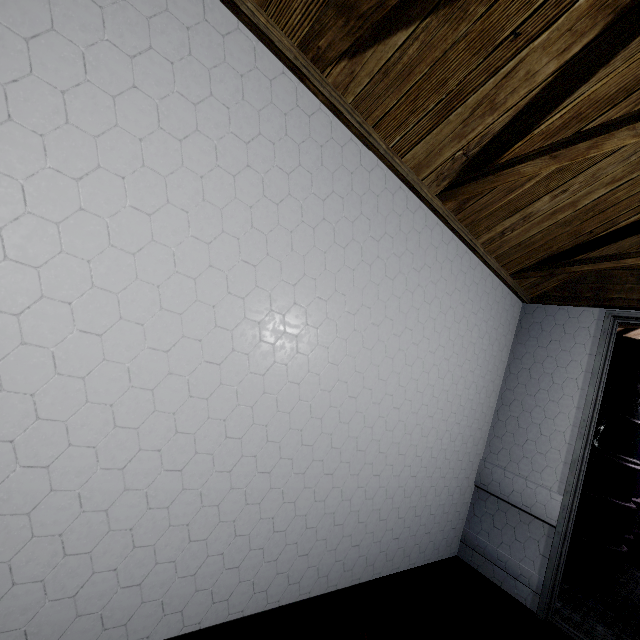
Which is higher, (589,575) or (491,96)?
(491,96)

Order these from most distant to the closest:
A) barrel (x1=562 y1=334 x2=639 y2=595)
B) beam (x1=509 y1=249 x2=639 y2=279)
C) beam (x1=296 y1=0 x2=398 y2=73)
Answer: barrel (x1=562 y1=334 x2=639 y2=595) < beam (x1=509 y1=249 x2=639 y2=279) < beam (x1=296 y1=0 x2=398 y2=73)

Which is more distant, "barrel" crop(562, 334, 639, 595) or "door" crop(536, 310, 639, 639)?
"barrel" crop(562, 334, 639, 595)

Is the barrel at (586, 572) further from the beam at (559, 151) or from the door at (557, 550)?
the beam at (559, 151)

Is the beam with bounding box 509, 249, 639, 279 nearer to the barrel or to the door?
the door

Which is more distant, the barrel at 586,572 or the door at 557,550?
the barrel at 586,572
